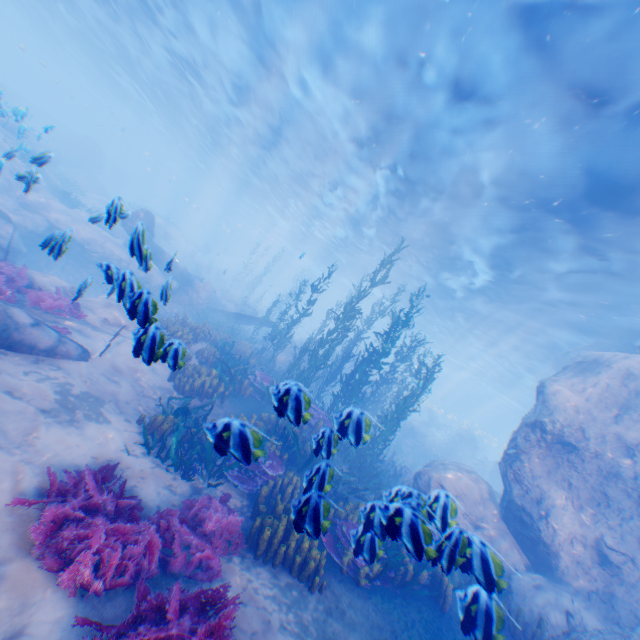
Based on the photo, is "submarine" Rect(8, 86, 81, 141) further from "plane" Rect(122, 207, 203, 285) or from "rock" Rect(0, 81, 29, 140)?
"plane" Rect(122, 207, 203, 285)

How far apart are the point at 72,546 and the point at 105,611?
0.8 meters

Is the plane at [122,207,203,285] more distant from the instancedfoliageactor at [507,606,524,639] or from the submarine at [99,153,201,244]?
the submarine at [99,153,201,244]

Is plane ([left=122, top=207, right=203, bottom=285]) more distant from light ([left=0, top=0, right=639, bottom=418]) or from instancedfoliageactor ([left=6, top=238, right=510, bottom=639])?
light ([left=0, top=0, right=639, bottom=418])

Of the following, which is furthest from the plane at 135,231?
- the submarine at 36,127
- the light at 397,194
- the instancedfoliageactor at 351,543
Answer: the submarine at 36,127

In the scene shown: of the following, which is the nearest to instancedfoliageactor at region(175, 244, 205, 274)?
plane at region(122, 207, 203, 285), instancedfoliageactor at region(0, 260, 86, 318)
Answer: plane at region(122, 207, 203, 285)
